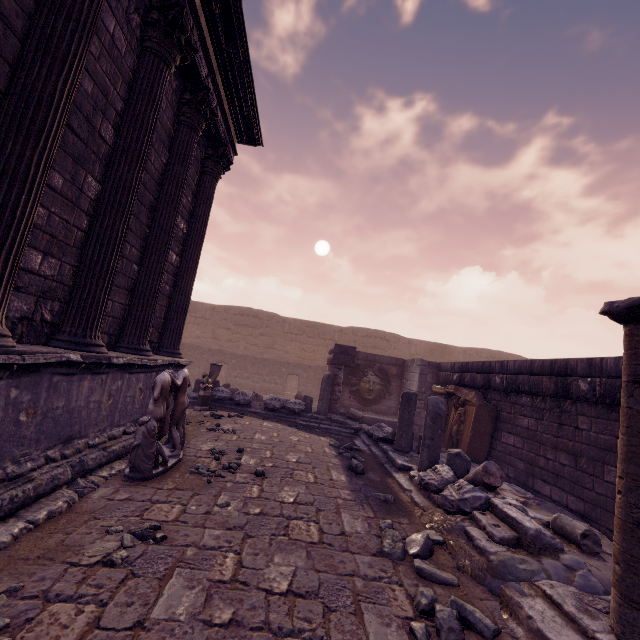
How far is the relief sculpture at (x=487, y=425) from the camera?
8.1m

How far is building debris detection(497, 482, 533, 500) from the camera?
5.5m

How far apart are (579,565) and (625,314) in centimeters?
256cm

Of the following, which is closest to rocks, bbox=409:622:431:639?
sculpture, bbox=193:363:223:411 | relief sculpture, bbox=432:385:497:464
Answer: relief sculpture, bbox=432:385:497:464

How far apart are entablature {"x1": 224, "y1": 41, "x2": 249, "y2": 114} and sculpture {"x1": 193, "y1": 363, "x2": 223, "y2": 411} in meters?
6.4 m

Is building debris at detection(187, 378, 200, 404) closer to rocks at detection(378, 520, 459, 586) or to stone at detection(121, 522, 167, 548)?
rocks at detection(378, 520, 459, 586)

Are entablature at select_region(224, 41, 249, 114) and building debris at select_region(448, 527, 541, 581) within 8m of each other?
no

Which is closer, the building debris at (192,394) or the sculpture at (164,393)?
the sculpture at (164,393)
